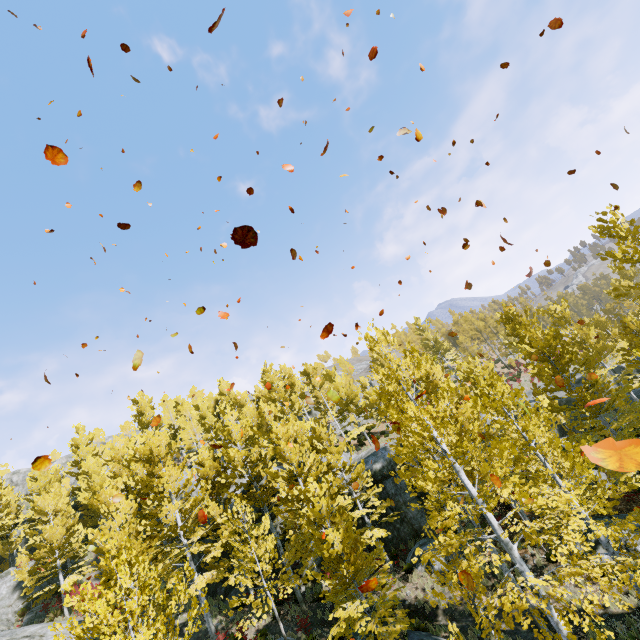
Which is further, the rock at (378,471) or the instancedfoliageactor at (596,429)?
the rock at (378,471)

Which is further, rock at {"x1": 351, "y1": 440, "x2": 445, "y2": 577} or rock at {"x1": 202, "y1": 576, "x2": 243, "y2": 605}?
rock at {"x1": 202, "y1": 576, "x2": 243, "y2": 605}

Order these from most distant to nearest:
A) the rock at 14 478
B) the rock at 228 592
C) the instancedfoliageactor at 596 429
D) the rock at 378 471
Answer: the rock at 14 478 → the rock at 228 592 → the rock at 378 471 → the instancedfoliageactor at 596 429

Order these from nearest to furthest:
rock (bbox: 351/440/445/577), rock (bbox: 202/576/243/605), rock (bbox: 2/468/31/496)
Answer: rock (bbox: 351/440/445/577)
rock (bbox: 202/576/243/605)
rock (bbox: 2/468/31/496)

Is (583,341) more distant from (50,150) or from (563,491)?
(50,150)

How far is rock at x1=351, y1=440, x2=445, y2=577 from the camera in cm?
1777
